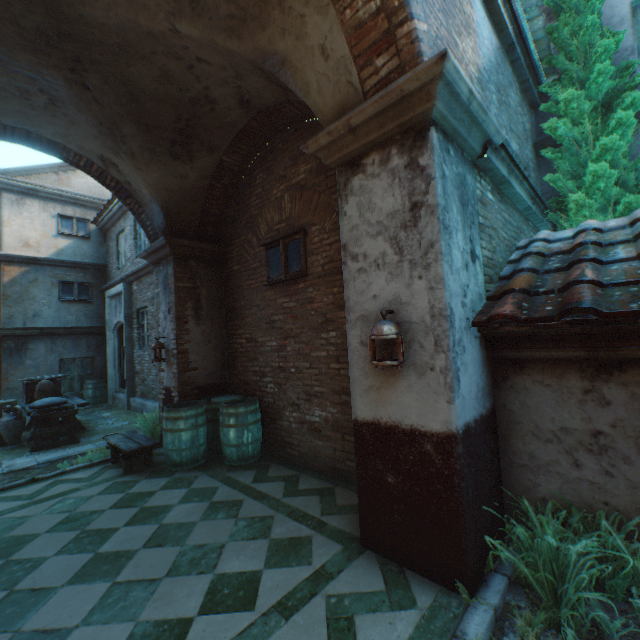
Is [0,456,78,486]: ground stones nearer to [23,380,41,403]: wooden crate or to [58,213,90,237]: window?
[23,380,41,403]: wooden crate

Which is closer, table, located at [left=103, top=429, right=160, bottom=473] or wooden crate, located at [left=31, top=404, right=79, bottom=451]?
table, located at [left=103, top=429, right=160, bottom=473]

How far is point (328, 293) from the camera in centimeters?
466cm

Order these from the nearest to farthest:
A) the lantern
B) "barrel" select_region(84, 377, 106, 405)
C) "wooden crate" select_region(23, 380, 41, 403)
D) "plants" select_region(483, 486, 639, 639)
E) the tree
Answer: "plants" select_region(483, 486, 639, 639) < the lantern < the tree < "wooden crate" select_region(23, 380, 41, 403) < "barrel" select_region(84, 377, 106, 405)

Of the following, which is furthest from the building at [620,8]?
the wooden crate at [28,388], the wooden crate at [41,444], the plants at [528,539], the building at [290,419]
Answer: the wooden crate at [28,388]

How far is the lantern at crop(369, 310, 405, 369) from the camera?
2.6m

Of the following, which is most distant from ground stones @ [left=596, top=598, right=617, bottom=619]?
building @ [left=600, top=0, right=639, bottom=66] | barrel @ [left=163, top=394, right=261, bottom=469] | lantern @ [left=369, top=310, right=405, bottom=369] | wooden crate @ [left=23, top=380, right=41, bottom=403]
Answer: wooden crate @ [left=23, top=380, right=41, bottom=403]

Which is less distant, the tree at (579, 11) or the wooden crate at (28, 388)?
the tree at (579, 11)
